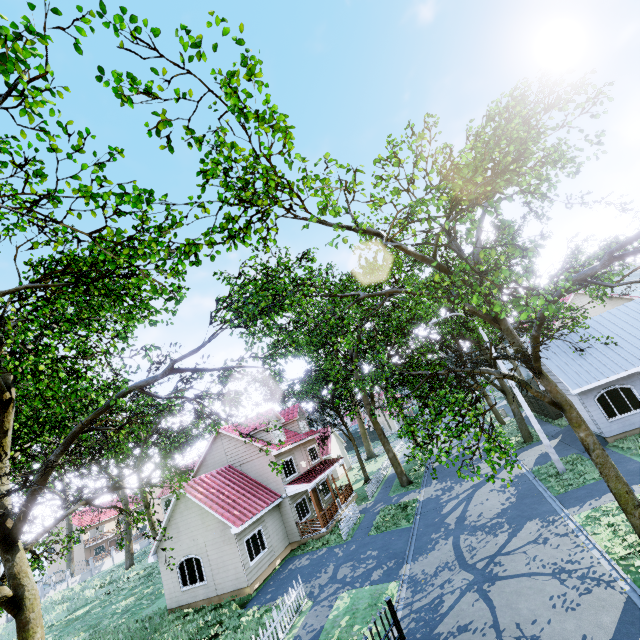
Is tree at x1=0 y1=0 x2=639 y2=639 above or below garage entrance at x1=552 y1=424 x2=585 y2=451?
above

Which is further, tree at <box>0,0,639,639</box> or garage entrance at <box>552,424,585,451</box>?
garage entrance at <box>552,424,585,451</box>

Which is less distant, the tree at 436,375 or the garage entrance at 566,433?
the tree at 436,375

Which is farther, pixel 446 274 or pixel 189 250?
pixel 446 274

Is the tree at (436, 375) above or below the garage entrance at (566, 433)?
above

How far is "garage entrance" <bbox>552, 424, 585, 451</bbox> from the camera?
19.2m
